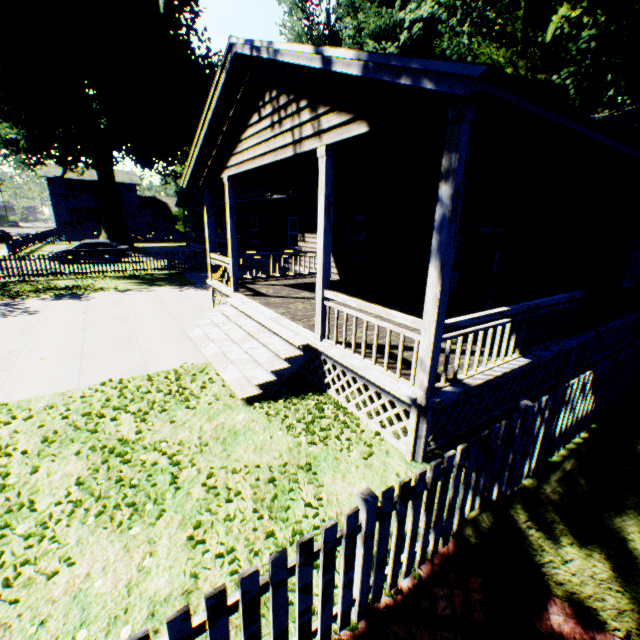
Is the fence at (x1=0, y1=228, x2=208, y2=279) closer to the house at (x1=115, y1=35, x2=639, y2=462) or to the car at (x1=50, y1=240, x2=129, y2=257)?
the house at (x1=115, y1=35, x2=639, y2=462)

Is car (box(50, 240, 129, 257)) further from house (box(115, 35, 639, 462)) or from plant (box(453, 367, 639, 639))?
plant (box(453, 367, 639, 639))

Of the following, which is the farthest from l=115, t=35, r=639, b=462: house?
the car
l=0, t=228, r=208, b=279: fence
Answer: the car

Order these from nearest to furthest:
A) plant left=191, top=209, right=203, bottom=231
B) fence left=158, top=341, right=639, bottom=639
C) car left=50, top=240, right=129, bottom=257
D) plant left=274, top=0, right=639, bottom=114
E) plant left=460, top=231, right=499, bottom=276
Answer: fence left=158, top=341, right=639, bottom=639 → plant left=274, top=0, right=639, bottom=114 → plant left=460, top=231, right=499, bottom=276 → car left=50, top=240, right=129, bottom=257 → plant left=191, top=209, right=203, bottom=231

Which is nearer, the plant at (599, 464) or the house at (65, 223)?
the plant at (599, 464)

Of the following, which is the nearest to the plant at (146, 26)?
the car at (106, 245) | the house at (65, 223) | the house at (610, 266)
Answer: the house at (610, 266)

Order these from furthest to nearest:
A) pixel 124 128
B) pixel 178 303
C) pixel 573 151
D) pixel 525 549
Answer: pixel 124 128 < pixel 178 303 < pixel 573 151 < pixel 525 549

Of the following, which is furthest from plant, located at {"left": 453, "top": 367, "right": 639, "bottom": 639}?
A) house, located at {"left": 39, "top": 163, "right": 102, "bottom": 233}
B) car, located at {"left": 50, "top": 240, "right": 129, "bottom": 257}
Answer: car, located at {"left": 50, "top": 240, "right": 129, "bottom": 257}
